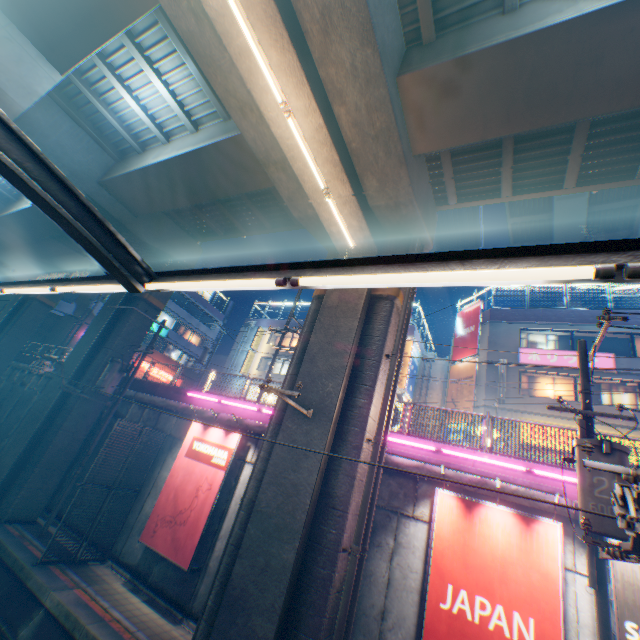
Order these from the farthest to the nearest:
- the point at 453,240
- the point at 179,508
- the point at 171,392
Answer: the point at 453,240, the point at 171,392, the point at 179,508

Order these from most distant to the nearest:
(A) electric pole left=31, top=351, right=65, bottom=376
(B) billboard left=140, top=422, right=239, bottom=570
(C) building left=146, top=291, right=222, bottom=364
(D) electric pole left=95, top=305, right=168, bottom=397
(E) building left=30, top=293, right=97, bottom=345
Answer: (C) building left=146, top=291, right=222, bottom=364
(E) building left=30, top=293, right=97, bottom=345
(D) electric pole left=95, top=305, right=168, bottom=397
(A) electric pole left=31, top=351, right=65, bottom=376
(B) billboard left=140, top=422, right=239, bottom=570

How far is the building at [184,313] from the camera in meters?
38.6

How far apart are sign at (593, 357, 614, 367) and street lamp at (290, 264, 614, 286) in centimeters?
2109cm

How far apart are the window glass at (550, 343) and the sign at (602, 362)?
0.6 meters

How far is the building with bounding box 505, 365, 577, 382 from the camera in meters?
18.6

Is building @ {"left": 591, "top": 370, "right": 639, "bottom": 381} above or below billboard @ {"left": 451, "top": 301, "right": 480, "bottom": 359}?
below

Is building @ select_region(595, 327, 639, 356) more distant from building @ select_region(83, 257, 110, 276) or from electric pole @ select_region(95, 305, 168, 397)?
electric pole @ select_region(95, 305, 168, 397)
